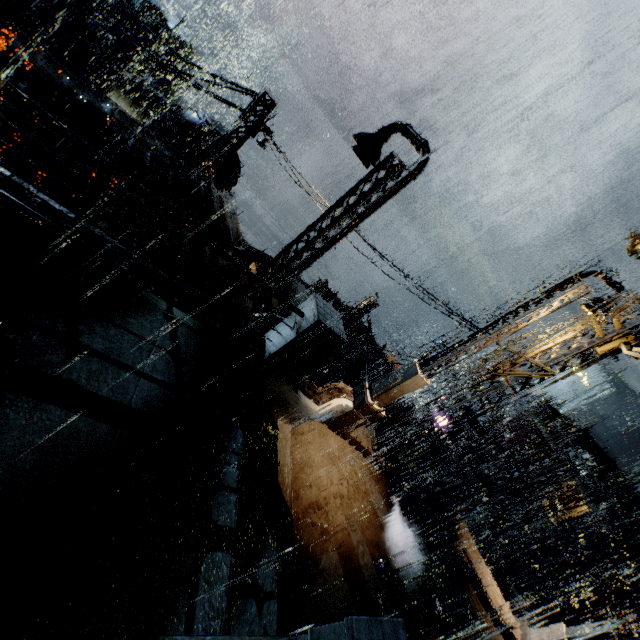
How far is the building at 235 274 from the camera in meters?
8.5 m

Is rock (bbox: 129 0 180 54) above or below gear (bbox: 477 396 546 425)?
below

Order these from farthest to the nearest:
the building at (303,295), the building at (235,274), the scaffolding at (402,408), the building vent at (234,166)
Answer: the building at (303,295) → the building vent at (234,166) → the scaffolding at (402,408) → the building at (235,274)

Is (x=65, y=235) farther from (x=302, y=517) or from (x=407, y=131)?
(x=407, y=131)

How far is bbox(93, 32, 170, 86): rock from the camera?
46.6 meters

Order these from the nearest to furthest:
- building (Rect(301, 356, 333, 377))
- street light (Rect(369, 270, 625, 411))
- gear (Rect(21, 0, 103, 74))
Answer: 1. street light (Rect(369, 270, 625, 411))
2. building (Rect(301, 356, 333, 377))
3. gear (Rect(21, 0, 103, 74))

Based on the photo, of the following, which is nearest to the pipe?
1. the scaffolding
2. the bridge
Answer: the scaffolding

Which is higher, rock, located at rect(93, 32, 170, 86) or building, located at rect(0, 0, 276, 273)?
building, located at rect(0, 0, 276, 273)
